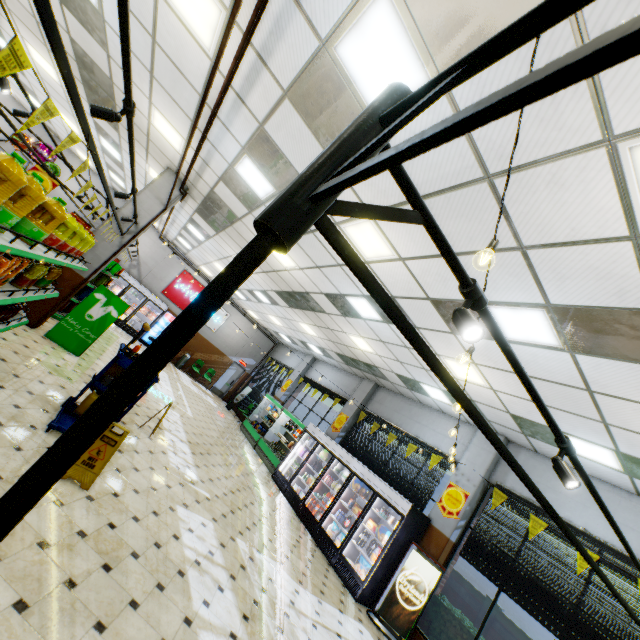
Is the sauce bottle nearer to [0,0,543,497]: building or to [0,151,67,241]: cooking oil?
[0,0,543,497]: building

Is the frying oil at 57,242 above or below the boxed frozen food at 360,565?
above

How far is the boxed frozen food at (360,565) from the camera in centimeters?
721cm

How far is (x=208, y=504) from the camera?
5.9 meters

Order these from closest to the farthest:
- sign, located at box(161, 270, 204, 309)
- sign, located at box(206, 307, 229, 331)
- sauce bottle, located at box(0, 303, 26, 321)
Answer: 1. sauce bottle, located at box(0, 303, 26, 321)
2. sign, located at box(161, 270, 204, 309)
3. sign, located at box(206, 307, 229, 331)

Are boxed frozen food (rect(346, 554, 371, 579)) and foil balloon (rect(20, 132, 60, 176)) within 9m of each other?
no

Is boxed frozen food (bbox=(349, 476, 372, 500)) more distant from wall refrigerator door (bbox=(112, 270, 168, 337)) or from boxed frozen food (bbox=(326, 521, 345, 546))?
wall refrigerator door (bbox=(112, 270, 168, 337))

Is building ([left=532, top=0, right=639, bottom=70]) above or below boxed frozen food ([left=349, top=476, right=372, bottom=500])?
above
